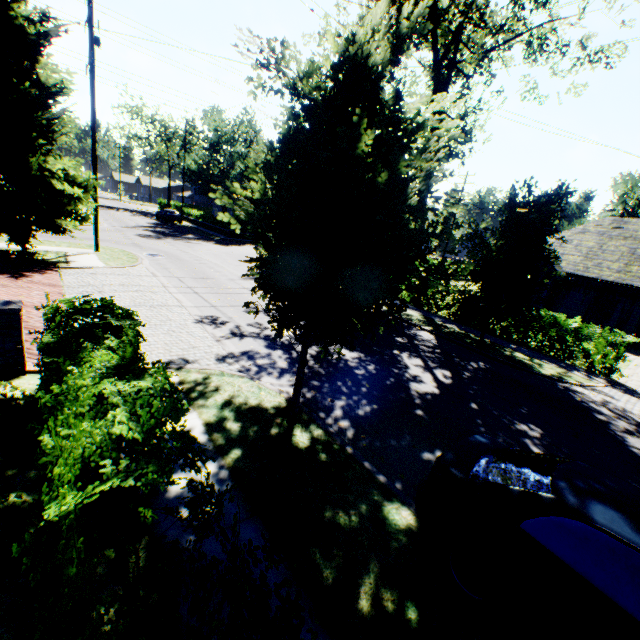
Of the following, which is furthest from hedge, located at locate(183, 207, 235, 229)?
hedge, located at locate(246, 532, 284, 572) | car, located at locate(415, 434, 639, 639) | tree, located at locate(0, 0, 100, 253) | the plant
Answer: hedge, located at locate(246, 532, 284, 572)

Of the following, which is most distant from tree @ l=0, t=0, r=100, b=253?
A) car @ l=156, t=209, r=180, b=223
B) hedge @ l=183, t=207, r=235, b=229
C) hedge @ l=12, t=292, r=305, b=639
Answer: car @ l=156, t=209, r=180, b=223

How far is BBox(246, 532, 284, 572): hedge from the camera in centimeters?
193cm

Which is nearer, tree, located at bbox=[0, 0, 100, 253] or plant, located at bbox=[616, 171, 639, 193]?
tree, located at bbox=[0, 0, 100, 253]

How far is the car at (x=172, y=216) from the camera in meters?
40.9 m

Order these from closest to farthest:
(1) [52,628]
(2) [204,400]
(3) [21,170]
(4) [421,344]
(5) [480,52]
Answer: (1) [52,628], (2) [204,400], (3) [21,170], (4) [421,344], (5) [480,52]

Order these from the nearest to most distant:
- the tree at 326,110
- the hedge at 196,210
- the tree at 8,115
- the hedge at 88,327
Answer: the hedge at 88,327
the tree at 326,110
the tree at 8,115
the hedge at 196,210

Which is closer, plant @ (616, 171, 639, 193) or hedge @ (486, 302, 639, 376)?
hedge @ (486, 302, 639, 376)
